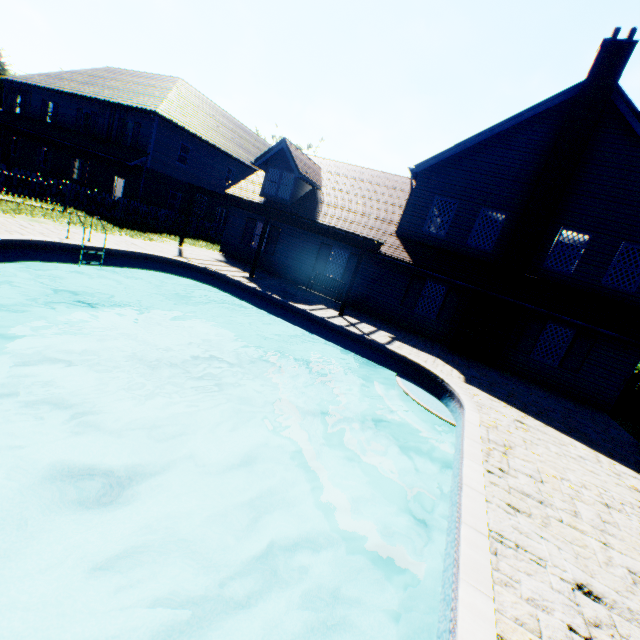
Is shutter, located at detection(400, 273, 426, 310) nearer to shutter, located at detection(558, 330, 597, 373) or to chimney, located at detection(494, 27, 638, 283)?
chimney, located at detection(494, 27, 638, 283)

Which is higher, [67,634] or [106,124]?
[106,124]

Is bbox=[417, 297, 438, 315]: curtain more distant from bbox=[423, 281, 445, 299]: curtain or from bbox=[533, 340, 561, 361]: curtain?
bbox=[533, 340, 561, 361]: curtain

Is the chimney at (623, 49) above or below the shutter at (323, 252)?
above

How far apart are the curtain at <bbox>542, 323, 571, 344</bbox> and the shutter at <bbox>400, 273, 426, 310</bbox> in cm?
508

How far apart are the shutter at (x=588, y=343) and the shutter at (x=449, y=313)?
4.3m

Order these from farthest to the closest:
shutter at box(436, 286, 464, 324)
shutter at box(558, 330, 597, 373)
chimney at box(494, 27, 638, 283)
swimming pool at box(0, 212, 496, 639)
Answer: shutter at box(436, 286, 464, 324), shutter at box(558, 330, 597, 373), chimney at box(494, 27, 638, 283), swimming pool at box(0, 212, 496, 639)

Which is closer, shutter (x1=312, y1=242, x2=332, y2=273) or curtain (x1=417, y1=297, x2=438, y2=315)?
curtain (x1=417, y1=297, x2=438, y2=315)
